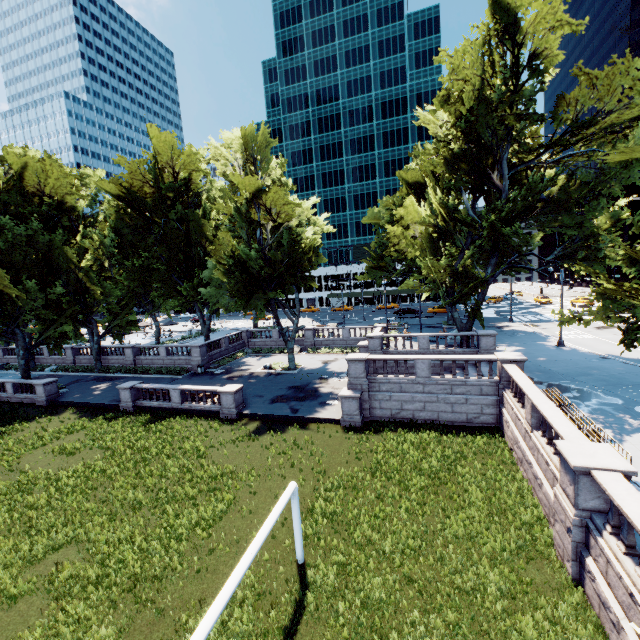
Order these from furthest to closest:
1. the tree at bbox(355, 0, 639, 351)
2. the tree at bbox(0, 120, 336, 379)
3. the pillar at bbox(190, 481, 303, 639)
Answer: the tree at bbox(0, 120, 336, 379), the tree at bbox(355, 0, 639, 351), the pillar at bbox(190, 481, 303, 639)

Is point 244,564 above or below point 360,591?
above

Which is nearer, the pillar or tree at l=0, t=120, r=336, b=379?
the pillar

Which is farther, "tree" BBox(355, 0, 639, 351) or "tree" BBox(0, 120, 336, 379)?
"tree" BBox(0, 120, 336, 379)

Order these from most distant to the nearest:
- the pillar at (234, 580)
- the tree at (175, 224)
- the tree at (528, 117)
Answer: the tree at (175, 224), the tree at (528, 117), the pillar at (234, 580)

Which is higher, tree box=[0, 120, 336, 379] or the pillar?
tree box=[0, 120, 336, 379]

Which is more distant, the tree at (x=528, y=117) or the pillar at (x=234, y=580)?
the tree at (x=528, y=117)
